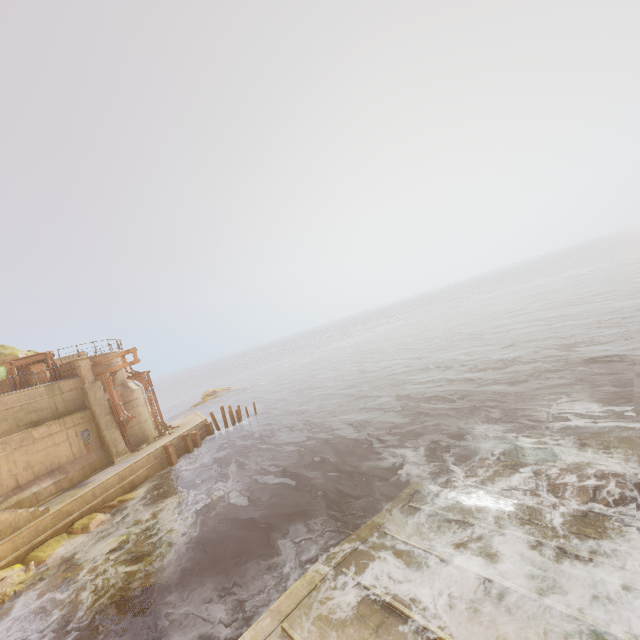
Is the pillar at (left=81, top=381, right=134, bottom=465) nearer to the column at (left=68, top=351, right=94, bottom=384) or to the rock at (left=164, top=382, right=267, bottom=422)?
the column at (left=68, top=351, right=94, bottom=384)

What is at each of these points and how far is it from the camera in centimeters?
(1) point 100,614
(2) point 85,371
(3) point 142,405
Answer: (1) rock, 970cm
(2) column, 2064cm
(3) building, 2366cm

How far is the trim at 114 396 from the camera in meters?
21.2

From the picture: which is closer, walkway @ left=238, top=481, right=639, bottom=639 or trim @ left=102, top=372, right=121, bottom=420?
walkway @ left=238, top=481, right=639, bottom=639

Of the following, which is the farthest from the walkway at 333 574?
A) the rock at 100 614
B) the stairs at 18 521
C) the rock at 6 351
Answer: the rock at 6 351

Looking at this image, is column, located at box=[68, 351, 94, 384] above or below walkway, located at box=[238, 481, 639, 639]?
above

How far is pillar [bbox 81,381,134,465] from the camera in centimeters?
2008cm

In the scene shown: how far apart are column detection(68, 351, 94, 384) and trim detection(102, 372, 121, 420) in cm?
42
